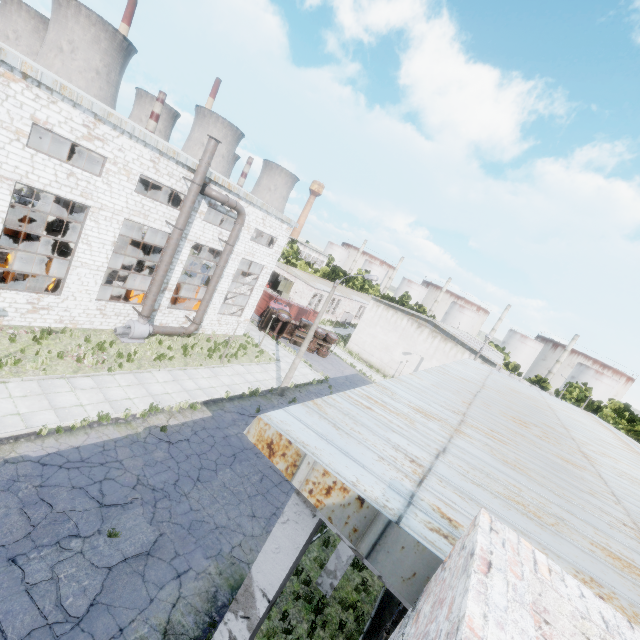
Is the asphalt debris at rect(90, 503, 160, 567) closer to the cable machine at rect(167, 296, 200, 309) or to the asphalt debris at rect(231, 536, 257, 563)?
the asphalt debris at rect(231, 536, 257, 563)

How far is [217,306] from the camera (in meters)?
25.80

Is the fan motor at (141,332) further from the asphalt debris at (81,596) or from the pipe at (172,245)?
the asphalt debris at (81,596)

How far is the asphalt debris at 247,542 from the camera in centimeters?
1060cm

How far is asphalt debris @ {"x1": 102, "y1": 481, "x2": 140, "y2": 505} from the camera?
10.33m

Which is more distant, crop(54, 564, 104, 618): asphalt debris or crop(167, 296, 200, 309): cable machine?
crop(167, 296, 200, 309): cable machine

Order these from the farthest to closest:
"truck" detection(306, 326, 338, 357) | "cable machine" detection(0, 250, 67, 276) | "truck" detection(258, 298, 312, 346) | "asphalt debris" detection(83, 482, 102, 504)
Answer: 1. "truck" detection(306, 326, 338, 357)
2. "truck" detection(258, 298, 312, 346)
3. "cable machine" detection(0, 250, 67, 276)
4. "asphalt debris" detection(83, 482, 102, 504)

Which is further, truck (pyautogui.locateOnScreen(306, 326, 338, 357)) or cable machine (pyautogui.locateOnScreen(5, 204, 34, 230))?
truck (pyautogui.locateOnScreen(306, 326, 338, 357))
